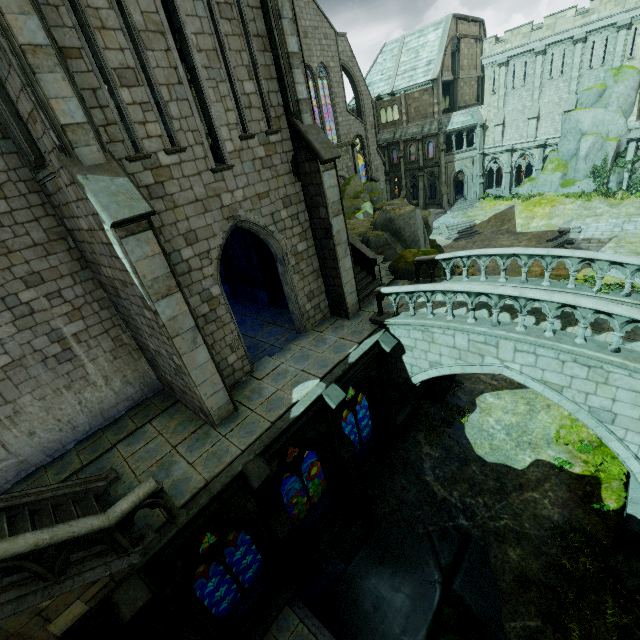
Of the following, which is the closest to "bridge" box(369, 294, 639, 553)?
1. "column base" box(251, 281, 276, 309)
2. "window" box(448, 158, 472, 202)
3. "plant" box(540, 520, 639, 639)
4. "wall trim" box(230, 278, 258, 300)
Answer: "plant" box(540, 520, 639, 639)

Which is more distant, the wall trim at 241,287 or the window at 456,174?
the window at 456,174

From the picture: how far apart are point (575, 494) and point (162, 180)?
16.48m

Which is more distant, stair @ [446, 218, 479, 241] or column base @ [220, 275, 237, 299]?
stair @ [446, 218, 479, 241]

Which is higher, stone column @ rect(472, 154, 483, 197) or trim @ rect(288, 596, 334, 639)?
stone column @ rect(472, 154, 483, 197)

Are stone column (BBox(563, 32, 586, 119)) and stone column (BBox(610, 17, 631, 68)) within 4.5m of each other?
yes

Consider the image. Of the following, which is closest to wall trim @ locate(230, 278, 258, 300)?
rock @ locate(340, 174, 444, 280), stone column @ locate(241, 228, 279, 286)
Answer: stone column @ locate(241, 228, 279, 286)

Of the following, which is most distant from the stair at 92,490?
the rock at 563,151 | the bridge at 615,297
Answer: the rock at 563,151
